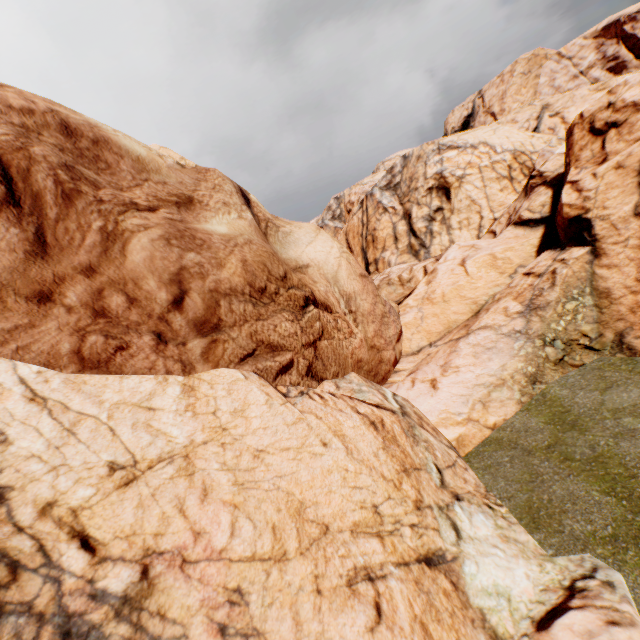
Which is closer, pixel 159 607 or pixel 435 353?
pixel 159 607
